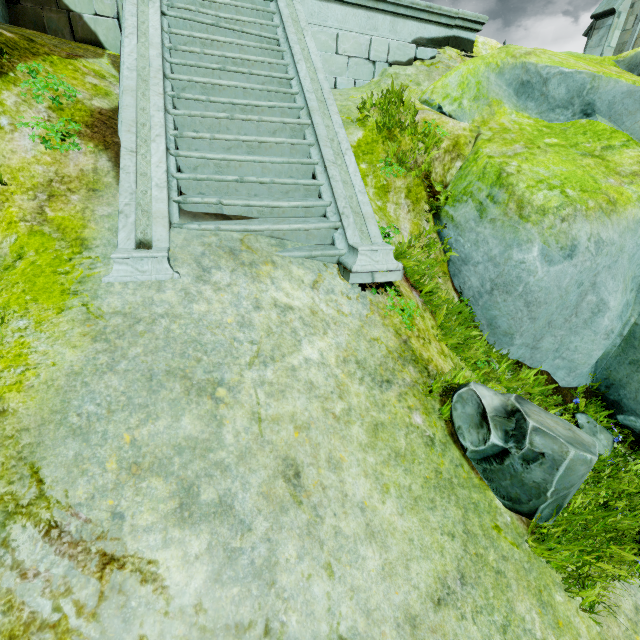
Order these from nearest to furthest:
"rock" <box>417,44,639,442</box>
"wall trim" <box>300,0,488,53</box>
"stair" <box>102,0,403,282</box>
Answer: "stair" <box>102,0,403,282</box> < "rock" <box>417,44,639,442</box> < "wall trim" <box>300,0,488,53</box>

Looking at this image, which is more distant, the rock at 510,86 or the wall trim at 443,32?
the wall trim at 443,32

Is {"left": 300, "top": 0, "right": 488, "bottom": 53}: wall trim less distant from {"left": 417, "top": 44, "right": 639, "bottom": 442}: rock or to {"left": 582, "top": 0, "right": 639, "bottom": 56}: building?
{"left": 417, "top": 44, "right": 639, "bottom": 442}: rock

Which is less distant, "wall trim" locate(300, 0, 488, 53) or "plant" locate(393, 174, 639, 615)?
"plant" locate(393, 174, 639, 615)

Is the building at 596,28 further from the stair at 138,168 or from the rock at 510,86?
the stair at 138,168

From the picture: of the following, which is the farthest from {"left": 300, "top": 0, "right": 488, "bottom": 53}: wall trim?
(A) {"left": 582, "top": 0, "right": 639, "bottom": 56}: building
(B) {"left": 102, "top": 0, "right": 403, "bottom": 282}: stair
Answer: (A) {"left": 582, "top": 0, "right": 639, "bottom": 56}: building

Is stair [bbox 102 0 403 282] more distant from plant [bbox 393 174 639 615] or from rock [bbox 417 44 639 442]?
plant [bbox 393 174 639 615]

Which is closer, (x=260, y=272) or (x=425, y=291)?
(x=260, y=272)
